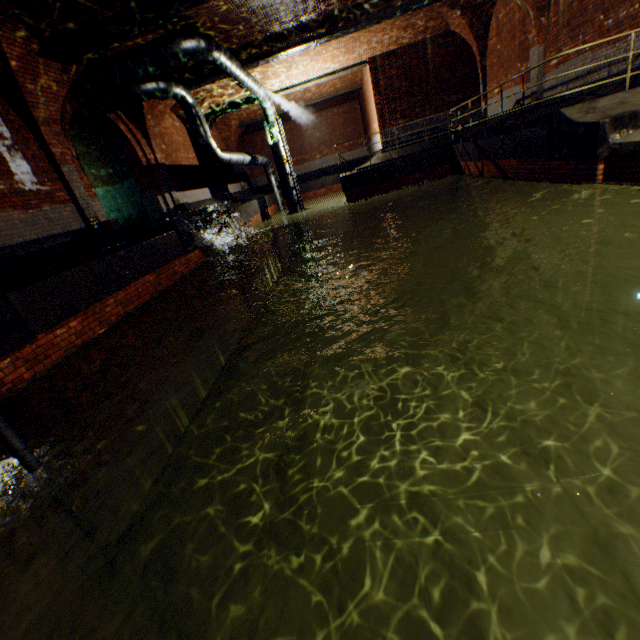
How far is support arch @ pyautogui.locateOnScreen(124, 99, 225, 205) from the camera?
11.6m

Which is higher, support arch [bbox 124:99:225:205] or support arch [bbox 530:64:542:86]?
support arch [bbox 124:99:225:205]

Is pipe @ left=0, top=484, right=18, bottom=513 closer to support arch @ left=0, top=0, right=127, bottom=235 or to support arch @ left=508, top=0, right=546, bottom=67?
support arch @ left=0, top=0, right=127, bottom=235

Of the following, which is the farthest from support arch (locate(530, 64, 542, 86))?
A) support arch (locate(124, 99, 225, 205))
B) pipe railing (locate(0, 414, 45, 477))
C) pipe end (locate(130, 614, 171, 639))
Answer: pipe end (locate(130, 614, 171, 639))

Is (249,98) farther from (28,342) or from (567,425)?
(567,425)

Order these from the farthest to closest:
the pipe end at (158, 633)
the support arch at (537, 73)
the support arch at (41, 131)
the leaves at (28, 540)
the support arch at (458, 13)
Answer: the support arch at (458, 13) < the support arch at (537, 73) < the support arch at (41, 131) < the pipe end at (158, 633) < the leaves at (28, 540)

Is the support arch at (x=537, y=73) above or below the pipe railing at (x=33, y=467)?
above
